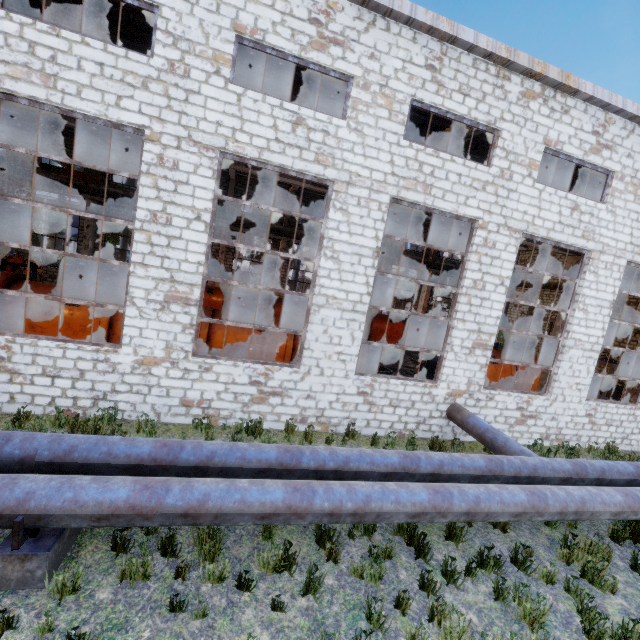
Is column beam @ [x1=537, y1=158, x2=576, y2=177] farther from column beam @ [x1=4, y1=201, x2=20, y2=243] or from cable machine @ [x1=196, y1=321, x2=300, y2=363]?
column beam @ [x1=4, y1=201, x2=20, y2=243]

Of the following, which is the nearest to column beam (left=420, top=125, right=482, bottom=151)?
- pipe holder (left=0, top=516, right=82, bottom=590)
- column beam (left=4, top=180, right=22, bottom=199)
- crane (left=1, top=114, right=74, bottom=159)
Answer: pipe holder (left=0, top=516, right=82, bottom=590)

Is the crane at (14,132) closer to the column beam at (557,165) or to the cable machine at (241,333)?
the cable machine at (241,333)

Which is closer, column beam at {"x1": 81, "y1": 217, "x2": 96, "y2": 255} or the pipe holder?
the pipe holder

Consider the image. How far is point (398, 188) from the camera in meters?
8.7 m

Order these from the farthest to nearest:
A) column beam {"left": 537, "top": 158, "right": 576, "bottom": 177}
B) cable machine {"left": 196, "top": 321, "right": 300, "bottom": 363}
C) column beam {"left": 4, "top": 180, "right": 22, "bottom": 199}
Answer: column beam {"left": 4, "top": 180, "right": 22, "bottom": 199} < column beam {"left": 537, "top": 158, "right": 576, "bottom": 177} < cable machine {"left": 196, "top": 321, "right": 300, "bottom": 363}

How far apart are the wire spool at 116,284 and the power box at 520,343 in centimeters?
3002cm

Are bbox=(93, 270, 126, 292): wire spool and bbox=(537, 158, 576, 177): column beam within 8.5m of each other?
no
